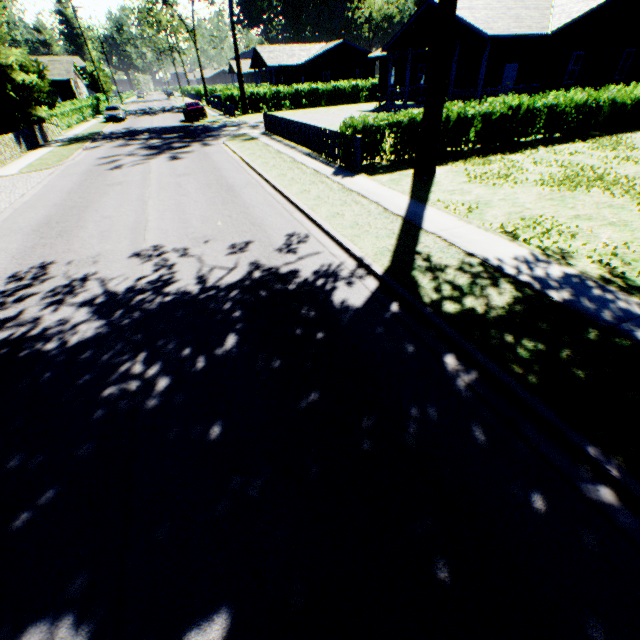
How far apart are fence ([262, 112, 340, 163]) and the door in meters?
16.1

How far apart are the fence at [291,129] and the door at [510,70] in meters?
16.1

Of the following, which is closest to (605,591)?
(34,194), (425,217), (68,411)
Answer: (68,411)

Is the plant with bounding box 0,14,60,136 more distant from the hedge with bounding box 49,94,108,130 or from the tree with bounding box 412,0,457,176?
the tree with bounding box 412,0,457,176

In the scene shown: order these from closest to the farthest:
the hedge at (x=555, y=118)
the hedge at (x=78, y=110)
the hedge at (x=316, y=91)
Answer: the hedge at (x=555, y=118), the hedge at (x=78, y=110), the hedge at (x=316, y=91)

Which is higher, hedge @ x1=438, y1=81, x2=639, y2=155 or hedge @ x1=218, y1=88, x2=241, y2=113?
hedge @ x1=218, y1=88, x2=241, y2=113

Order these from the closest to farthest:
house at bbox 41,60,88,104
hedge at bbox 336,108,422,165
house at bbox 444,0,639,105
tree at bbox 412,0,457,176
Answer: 1. tree at bbox 412,0,457,176
2. hedge at bbox 336,108,422,165
3. house at bbox 444,0,639,105
4. house at bbox 41,60,88,104

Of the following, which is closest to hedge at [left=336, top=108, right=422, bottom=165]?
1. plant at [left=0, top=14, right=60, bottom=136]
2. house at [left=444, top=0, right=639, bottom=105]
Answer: house at [left=444, top=0, right=639, bottom=105]
